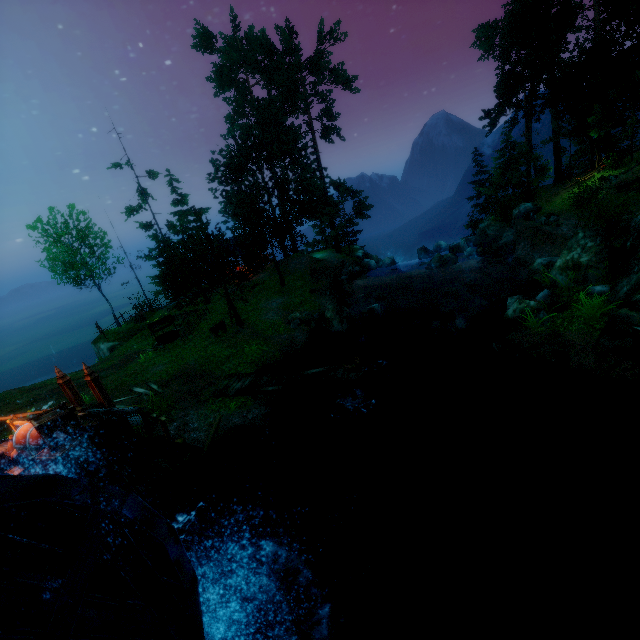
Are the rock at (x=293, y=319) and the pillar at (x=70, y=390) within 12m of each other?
yes

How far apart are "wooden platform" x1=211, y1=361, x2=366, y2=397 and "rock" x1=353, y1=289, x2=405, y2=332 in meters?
8.2 m

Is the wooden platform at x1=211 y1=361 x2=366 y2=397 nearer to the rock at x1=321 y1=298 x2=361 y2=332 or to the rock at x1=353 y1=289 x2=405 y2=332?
the rock at x1=321 y1=298 x2=361 y2=332

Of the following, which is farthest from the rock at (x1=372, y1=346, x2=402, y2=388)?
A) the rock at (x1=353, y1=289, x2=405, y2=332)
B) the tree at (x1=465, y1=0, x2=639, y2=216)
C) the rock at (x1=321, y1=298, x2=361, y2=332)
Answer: the tree at (x1=465, y1=0, x2=639, y2=216)

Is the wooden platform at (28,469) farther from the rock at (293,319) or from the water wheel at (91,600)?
the rock at (293,319)

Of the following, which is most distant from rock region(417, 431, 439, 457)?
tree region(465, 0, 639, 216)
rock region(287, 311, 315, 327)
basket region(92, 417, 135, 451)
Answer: tree region(465, 0, 639, 216)

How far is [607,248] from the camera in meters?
13.2 m

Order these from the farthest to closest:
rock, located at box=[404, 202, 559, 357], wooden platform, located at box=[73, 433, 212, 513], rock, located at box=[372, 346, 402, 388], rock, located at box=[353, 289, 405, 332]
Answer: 1. rock, located at box=[353, 289, 405, 332]
2. rock, located at box=[372, 346, 402, 388]
3. rock, located at box=[404, 202, 559, 357]
4. wooden platform, located at box=[73, 433, 212, 513]
